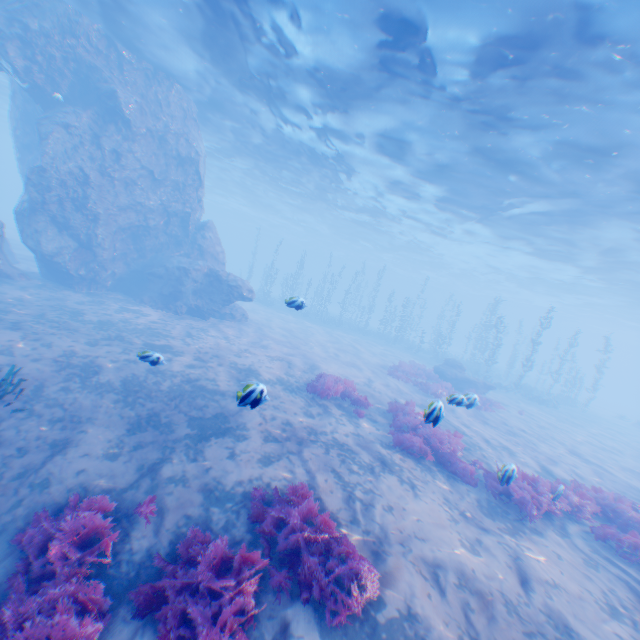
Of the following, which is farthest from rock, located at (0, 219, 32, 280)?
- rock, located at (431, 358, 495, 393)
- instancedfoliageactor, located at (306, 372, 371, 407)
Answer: rock, located at (431, 358, 495, 393)

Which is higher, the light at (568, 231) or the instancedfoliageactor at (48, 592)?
the light at (568, 231)

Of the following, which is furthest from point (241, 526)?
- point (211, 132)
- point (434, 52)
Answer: point (211, 132)

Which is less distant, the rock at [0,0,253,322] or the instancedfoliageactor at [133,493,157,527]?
the instancedfoliageactor at [133,493,157,527]

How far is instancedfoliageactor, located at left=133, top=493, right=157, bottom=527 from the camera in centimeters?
551cm

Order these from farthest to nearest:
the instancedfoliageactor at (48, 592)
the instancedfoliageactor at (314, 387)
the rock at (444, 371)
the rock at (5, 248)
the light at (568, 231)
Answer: the rock at (444, 371)
the rock at (5, 248)
the instancedfoliageactor at (314, 387)
the light at (568, 231)
the instancedfoliageactor at (48, 592)

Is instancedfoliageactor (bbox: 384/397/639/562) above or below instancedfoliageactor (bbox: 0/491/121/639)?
above

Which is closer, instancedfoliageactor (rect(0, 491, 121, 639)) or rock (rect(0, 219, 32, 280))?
instancedfoliageactor (rect(0, 491, 121, 639))
